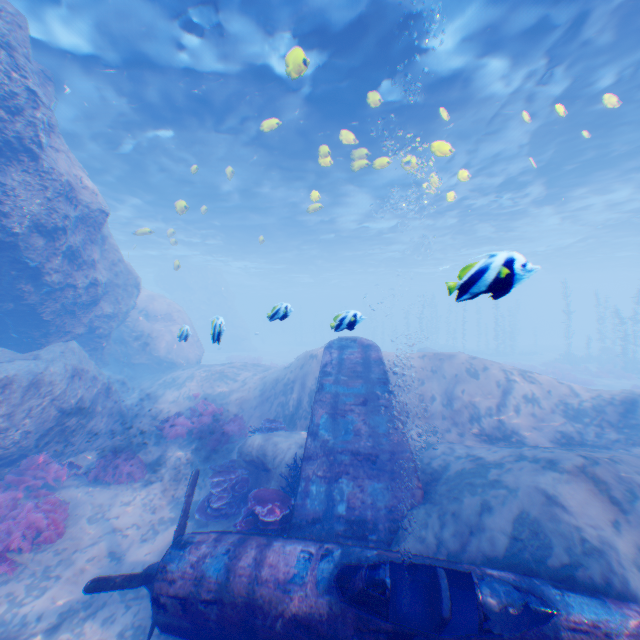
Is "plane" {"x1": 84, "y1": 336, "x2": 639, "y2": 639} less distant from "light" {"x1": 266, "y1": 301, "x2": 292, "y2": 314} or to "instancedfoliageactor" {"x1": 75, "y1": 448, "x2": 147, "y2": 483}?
"light" {"x1": 266, "y1": 301, "x2": 292, "y2": 314}

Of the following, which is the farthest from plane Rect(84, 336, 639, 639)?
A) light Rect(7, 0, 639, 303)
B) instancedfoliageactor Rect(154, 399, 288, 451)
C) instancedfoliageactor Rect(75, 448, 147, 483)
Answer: instancedfoliageactor Rect(75, 448, 147, 483)

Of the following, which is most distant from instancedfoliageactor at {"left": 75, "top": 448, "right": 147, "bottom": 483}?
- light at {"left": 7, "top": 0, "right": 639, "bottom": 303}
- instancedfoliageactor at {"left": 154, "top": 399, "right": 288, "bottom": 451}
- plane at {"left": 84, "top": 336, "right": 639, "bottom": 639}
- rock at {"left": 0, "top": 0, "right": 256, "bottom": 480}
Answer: light at {"left": 7, "top": 0, "right": 639, "bottom": 303}

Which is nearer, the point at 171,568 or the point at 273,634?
the point at 273,634

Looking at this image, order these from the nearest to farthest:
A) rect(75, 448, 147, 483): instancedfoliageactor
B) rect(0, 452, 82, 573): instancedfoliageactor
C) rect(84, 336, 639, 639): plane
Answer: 1. rect(84, 336, 639, 639): plane
2. rect(0, 452, 82, 573): instancedfoliageactor
3. rect(75, 448, 147, 483): instancedfoliageactor

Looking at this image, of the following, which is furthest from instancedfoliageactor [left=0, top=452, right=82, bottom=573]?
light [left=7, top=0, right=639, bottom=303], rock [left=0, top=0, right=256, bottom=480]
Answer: light [left=7, top=0, right=639, bottom=303]

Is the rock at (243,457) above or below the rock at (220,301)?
below

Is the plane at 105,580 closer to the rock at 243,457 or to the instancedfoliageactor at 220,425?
the rock at 243,457
